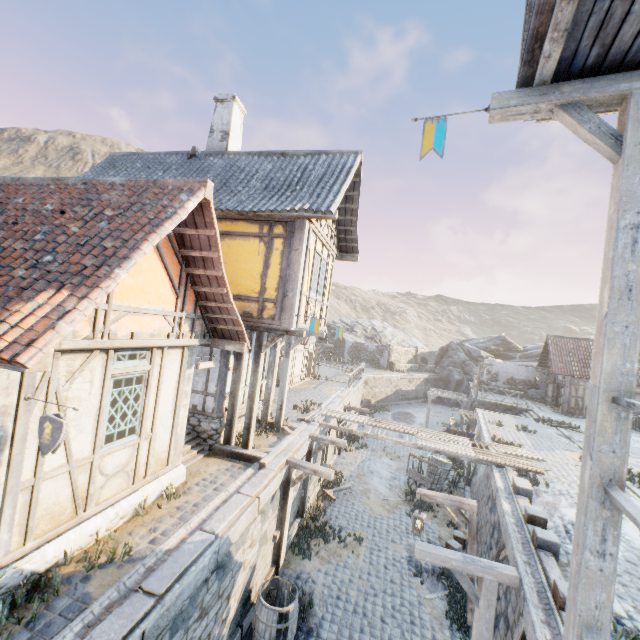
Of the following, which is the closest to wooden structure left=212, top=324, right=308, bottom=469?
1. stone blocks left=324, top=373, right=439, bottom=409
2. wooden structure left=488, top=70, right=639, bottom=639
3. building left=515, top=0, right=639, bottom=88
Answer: stone blocks left=324, top=373, right=439, bottom=409

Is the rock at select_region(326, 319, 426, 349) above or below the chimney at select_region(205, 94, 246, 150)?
below

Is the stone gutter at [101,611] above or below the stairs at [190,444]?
below

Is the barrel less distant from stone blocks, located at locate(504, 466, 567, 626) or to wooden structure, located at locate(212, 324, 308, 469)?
stone blocks, located at locate(504, 466, 567, 626)

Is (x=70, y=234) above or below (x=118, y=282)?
above

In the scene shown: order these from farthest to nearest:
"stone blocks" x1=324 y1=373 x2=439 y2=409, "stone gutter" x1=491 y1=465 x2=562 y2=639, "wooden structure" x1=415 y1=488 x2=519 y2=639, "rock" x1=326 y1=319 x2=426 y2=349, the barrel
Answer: "rock" x1=326 y1=319 x2=426 y2=349
"stone blocks" x1=324 y1=373 x2=439 y2=409
the barrel
"wooden structure" x1=415 y1=488 x2=519 y2=639
"stone gutter" x1=491 y1=465 x2=562 y2=639

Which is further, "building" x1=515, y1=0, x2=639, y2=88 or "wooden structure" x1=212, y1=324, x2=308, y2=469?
"wooden structure" x1=212, y1=324, x2=308, y2=469

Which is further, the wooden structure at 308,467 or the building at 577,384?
the building at 577,384
